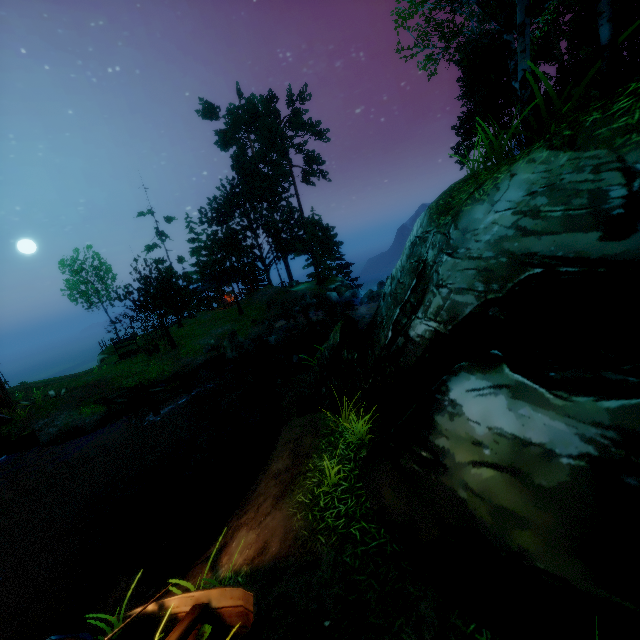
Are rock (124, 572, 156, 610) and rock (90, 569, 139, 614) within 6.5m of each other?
yes

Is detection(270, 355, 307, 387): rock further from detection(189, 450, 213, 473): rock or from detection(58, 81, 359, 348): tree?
detection(58, 81, 359, 348): tree

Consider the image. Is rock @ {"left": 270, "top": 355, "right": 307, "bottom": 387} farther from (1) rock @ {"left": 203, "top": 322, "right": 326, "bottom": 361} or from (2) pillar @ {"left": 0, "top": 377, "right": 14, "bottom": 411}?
(2) pillar @ {"left": 0, "top": 377, "right": 14, "bottom": 411}

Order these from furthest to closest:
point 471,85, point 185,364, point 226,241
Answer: point 226,241, point 471,85, point 185,364

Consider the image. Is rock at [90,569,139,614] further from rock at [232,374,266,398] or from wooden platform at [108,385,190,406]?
rock at [232,374,266,398]

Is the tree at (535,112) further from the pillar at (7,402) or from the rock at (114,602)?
the rock at (114,602)

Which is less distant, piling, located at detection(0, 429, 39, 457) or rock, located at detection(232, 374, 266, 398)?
piling, located at detection(0, 429, 39, 457)

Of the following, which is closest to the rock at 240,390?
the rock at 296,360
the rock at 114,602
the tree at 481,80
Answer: the rock at 296,360
